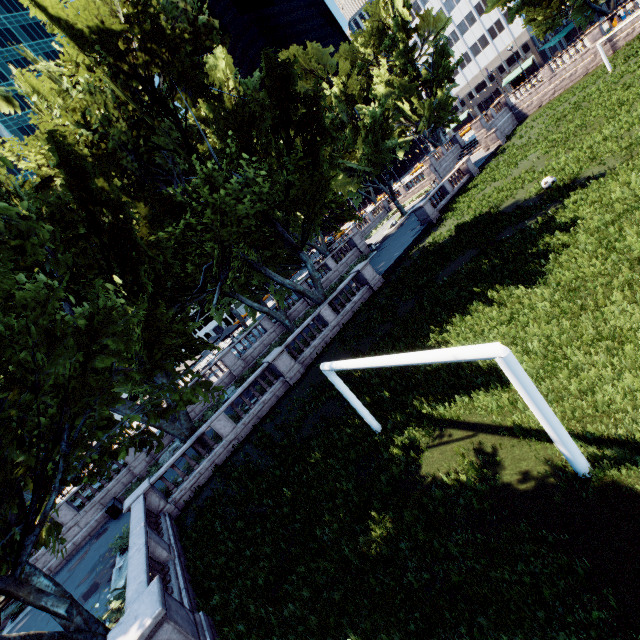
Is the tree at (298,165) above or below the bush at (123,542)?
above

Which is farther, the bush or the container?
the container

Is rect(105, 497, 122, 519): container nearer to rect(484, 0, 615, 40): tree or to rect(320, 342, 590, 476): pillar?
rect(484, 0, 615, 40): tree

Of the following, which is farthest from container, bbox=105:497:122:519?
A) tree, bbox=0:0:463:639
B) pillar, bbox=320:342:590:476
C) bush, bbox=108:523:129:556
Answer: pillar, bbox=320:342:590:476

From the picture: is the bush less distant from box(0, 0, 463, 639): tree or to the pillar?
box(0, 0, 463, 639): tree

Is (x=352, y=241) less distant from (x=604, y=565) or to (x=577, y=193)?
(x=577, y=193)

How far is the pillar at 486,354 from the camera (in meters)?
5.16
